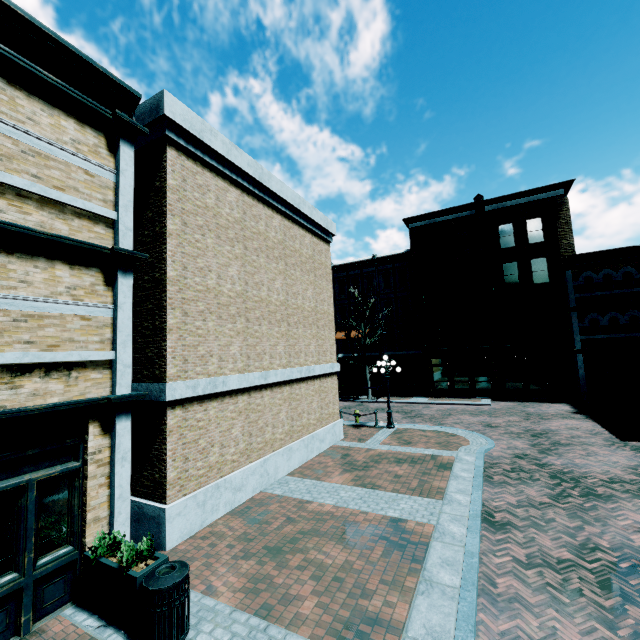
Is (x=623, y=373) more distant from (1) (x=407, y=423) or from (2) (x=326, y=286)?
(2) (x=326, y=286)

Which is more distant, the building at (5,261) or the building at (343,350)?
the building at (343,350)

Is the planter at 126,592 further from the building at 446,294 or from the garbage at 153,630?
the building at 446,294

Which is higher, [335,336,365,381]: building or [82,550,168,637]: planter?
[335,336,365,381]: building

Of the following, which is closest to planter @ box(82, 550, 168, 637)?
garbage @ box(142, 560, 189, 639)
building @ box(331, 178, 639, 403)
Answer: garbage @ box(142, 560, 189, 639)

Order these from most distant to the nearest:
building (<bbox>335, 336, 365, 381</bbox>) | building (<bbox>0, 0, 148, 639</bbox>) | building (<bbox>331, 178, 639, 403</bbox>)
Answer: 1. building (<bbox>335, 336, 365, 381</bbox>)
2. building (<bbox>331, 178, 639, 403</bbox>)
3. building (<bbox>0, 0, 148, 639</bbox>)

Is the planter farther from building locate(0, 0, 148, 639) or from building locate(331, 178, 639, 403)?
building locate(331, 178, 639, 403)
